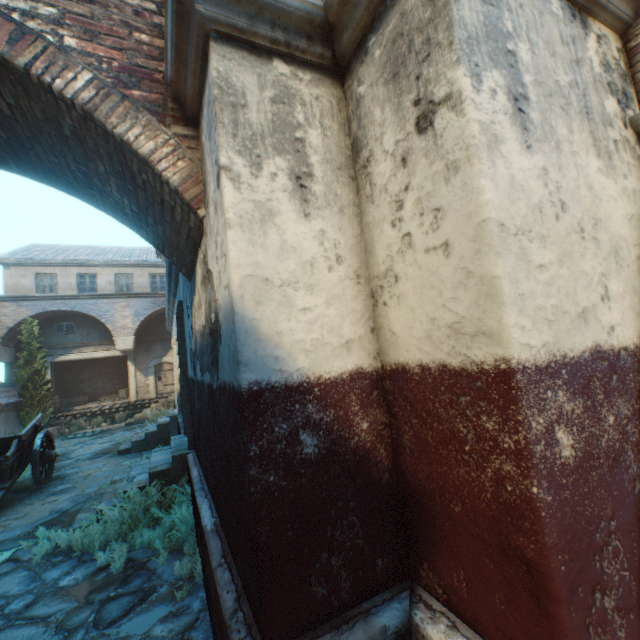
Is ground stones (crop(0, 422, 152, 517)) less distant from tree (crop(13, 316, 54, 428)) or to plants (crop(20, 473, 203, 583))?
plants (crop(20, 473, 203, 583))

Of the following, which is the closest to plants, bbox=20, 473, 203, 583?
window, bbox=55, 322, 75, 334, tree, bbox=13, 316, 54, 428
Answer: tree, bbox=13, 316, 54, 428

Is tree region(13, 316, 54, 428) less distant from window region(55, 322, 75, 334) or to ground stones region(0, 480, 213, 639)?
ground stones region(0, 480, 213, 639)

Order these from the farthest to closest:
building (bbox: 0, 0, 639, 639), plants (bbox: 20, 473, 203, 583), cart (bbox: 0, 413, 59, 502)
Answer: cart (bbox: 0, 413, 59, 502), plants (bbox: 20, 473, 203, 583), building (bbox: 0, 0, 639, 639)

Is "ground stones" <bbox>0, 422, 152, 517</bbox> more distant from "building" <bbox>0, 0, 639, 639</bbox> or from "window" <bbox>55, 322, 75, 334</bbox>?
"window" <bbox>55, 322, 75, 334</bbox>

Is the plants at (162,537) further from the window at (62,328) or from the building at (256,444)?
the window at (62,328)

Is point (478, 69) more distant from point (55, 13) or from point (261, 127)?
point (55, 13)

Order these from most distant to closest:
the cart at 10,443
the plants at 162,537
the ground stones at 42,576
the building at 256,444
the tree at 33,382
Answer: the tree at 33,382
the cart at 10,443
the plants at 162,537
the ground stones at 42,576
the building at 256,444
